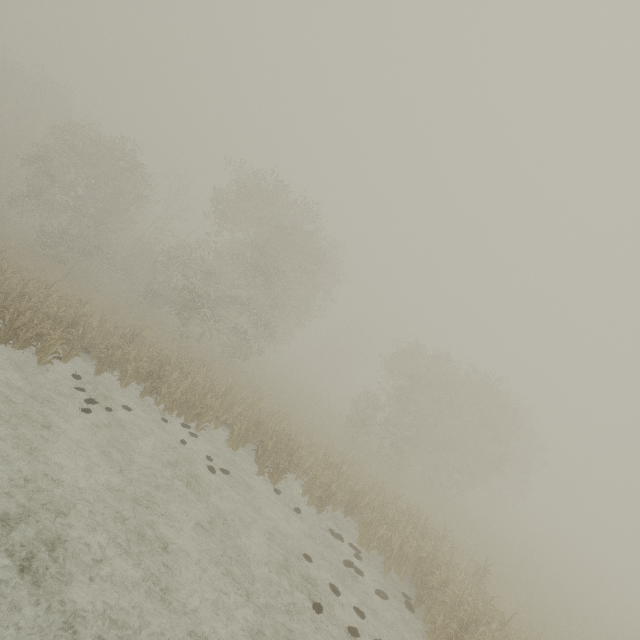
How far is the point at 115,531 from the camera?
7.95m
